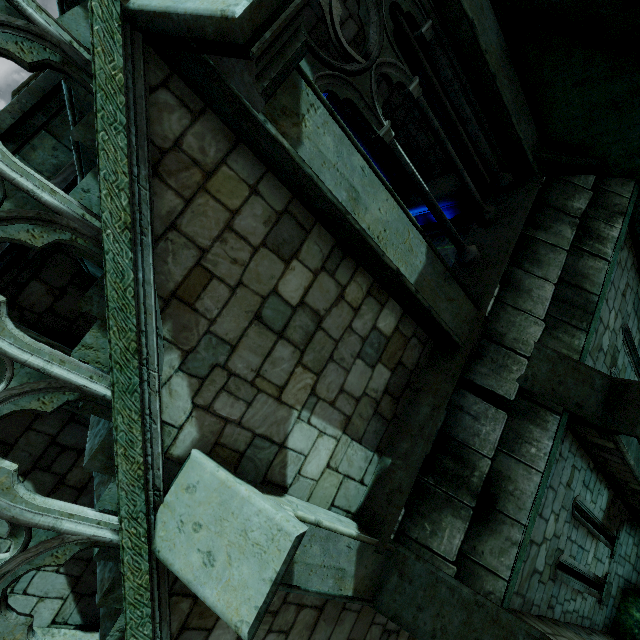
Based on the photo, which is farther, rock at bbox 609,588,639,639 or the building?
rock at bbox 609,588,639,639

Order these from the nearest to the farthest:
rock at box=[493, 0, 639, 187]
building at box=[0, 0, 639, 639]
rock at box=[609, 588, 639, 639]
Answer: building at box=[0, 0, 639, 639], rock at box=[493, 0, 639, 187], rock at box=[609, 588, 639, 639]

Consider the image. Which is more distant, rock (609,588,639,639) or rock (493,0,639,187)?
rock (609,588,639,639)

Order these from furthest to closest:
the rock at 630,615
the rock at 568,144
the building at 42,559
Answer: the rock at 630,615 < the rock at 568,144 < the building at 42,559

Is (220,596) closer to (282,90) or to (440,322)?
(440,322)

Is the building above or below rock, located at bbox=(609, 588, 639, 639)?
above

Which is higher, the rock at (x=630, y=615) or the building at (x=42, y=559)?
the building at (x=42, y=559)
